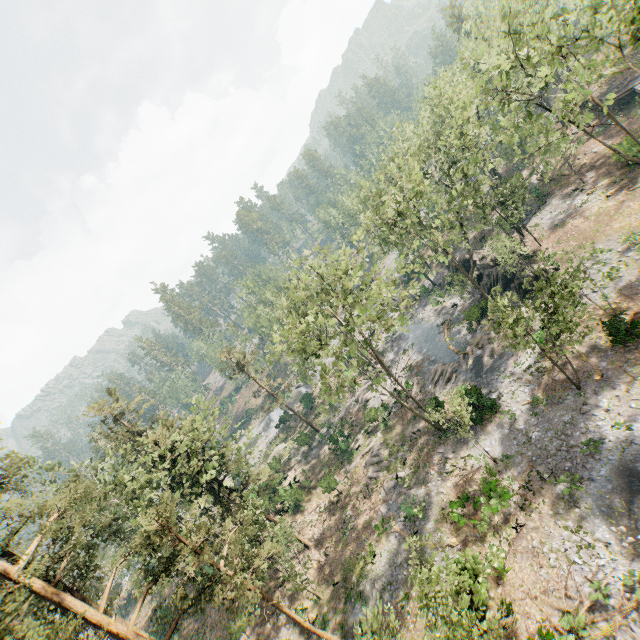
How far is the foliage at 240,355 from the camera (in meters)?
43.28

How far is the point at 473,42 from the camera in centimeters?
4747cm

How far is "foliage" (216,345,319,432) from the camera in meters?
43.3

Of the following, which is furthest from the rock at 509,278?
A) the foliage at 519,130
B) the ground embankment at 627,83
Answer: Answer: the ground embankment at 627,83

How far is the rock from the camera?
31.52m

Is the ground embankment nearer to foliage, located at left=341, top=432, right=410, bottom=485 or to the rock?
foliage, located at left=341, top=432, right=410, bottom=485

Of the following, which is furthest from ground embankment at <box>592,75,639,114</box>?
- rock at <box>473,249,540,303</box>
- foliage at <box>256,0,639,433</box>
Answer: rock at <box>473,249,540,303</box>
